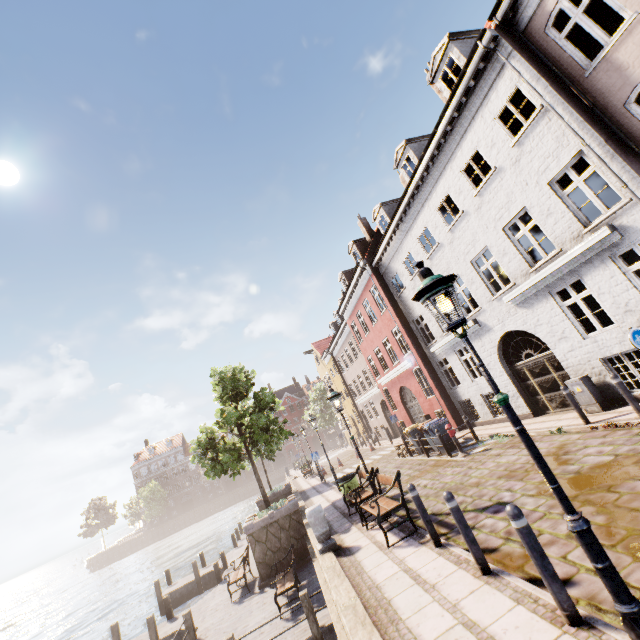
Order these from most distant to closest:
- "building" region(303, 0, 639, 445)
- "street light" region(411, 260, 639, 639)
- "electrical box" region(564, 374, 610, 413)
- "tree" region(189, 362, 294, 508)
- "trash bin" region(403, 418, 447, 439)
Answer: "tree" region(189, 362, 294, 508)
"trash bin" region(403, 418, 447, 439)
"electrical box" region(564, 374, 610, 413)
"building" region(303, 0, 639, 445)
"street light" region(411, 260, 639, 639)

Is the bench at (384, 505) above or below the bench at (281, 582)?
above

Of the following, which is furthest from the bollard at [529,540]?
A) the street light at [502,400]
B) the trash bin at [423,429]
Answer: the trash bin at [423,429]

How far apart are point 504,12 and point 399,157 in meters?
6.6

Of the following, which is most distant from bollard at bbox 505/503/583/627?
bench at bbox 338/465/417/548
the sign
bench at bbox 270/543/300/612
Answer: bench at bbox 270/543/300/612

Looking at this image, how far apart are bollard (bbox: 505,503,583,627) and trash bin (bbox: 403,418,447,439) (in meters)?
11.69

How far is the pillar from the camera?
8.03m

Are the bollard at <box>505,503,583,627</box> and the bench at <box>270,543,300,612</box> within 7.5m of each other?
no
